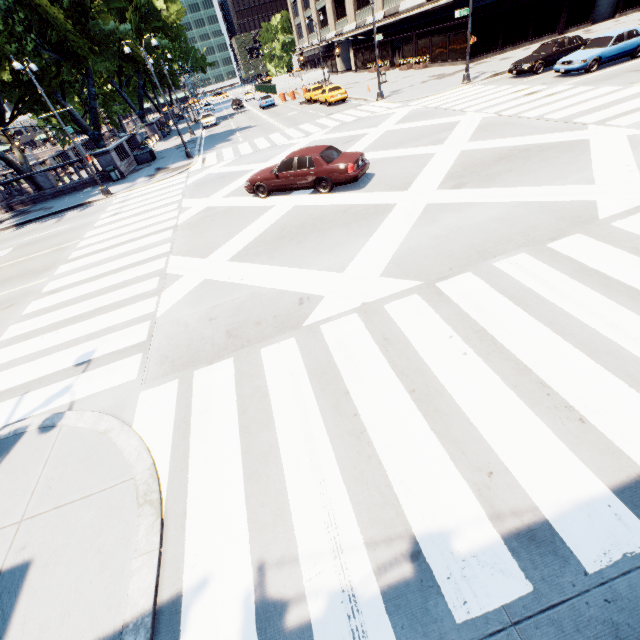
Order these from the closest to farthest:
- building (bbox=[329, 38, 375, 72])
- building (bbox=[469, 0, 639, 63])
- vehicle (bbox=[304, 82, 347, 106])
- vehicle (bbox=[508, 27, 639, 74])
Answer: vehicle (bbox=[508, 27, 639, 74]) → building (bbox=[469, 0, 639, 63]) → vehicle (bbox=[304, 82, 347, 106]) → building (bbox=[329, 38, 375, 72])

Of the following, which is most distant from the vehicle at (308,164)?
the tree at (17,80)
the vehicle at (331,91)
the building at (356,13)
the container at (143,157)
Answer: the building at (356,13)

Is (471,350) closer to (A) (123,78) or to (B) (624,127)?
(B) (624,127)

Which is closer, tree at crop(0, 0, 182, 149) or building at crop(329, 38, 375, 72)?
tree at crop(0, 0, 182, 149)

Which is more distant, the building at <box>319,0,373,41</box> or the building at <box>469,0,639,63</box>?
the building at <box>319,0,373,41</box>

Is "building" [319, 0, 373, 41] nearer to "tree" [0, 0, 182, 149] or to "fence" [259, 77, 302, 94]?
"fence" [259, 77, 302, 94]

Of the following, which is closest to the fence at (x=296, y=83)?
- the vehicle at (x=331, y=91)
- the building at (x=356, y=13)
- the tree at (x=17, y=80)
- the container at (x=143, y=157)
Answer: the building at (x=356, y=13)

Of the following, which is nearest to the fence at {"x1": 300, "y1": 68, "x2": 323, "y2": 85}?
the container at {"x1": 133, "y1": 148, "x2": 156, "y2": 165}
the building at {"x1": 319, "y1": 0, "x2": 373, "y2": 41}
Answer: the building at {"x1": 319, "y1": 0, "x2": 373, "y2": 41}
